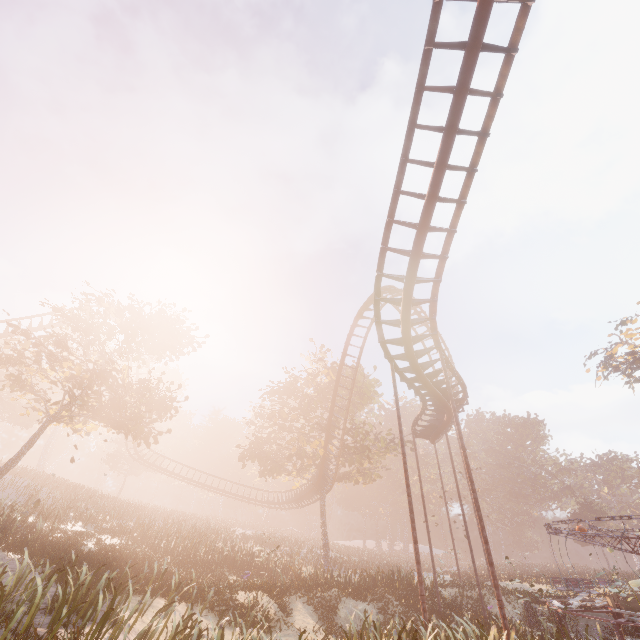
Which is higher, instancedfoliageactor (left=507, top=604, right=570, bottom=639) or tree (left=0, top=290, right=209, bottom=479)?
tree (left=0, top=290, right=209, bottom=479)

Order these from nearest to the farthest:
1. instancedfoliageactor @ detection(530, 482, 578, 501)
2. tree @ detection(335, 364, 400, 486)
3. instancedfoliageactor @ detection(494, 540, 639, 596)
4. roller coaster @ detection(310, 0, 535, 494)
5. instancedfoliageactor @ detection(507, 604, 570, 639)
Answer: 1. roller coaster @ detection(310, 0, 535, 494)
2. instancedfoliageactor @ detection(507, 604, 570, 639)
3. instancedfoliageactor @ detection(494, 540, 639, 596)
4. tree @ detection(335, 364, 400, 486)
5. instancedfoliageactor @ detection(530, 482, 578, 501)

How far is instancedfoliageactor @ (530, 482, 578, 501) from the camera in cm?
5684

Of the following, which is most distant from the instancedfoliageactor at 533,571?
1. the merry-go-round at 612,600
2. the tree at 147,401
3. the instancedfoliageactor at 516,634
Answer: the instancedfoliageactor at 516,634

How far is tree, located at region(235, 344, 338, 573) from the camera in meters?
28.6 m

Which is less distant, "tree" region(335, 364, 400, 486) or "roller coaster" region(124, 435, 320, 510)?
"tree" region(335, 364, 400, 486)

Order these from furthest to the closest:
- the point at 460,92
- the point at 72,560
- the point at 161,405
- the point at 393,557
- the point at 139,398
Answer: the point at 393,557
the point at 161,405
the point at 139,398
the point at 72,560
the point at 460,92

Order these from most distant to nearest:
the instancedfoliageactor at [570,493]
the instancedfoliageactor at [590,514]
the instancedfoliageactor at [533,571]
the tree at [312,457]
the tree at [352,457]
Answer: the instancedfoliageactor at [570,493]
the instancedfoliageactor at [590,514]
the tree at [352,457]
the tree at [312,457]
the instancedfoliageactor at [533,571]
